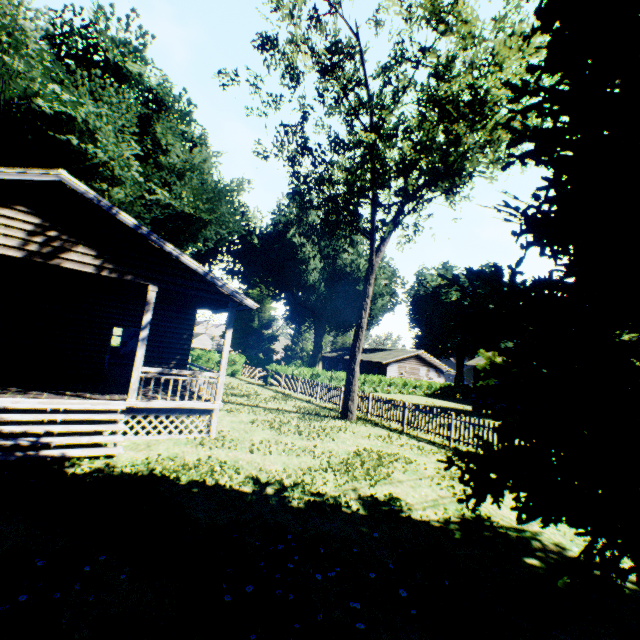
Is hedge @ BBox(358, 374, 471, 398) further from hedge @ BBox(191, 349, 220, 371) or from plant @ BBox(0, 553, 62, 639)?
hedge @ BBox(191, 349, 220, 371)

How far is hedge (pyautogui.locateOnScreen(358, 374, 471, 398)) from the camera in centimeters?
3441cm

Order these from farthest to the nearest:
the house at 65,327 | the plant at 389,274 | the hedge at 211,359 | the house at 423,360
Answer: the house at 423,360 → the plant at 389,274 → the hedge at 211,359 → the house at 65,327

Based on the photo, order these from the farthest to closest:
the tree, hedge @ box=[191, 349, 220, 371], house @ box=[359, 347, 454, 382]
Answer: house @ box=[359, 347, 454, 382]
hedge @ box=[191, 349, 220, 371]
the tree

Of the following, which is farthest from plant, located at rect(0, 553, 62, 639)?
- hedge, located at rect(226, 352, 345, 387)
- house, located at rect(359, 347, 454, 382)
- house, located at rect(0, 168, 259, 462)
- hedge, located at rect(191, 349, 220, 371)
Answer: house, located at rect(359, 347, 454, 382)

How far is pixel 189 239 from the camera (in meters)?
29.70

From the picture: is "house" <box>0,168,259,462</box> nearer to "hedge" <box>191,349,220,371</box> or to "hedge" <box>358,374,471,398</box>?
"hedge" <box>191,349,220,371</box>

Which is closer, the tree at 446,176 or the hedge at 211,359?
the tree at 446,176
